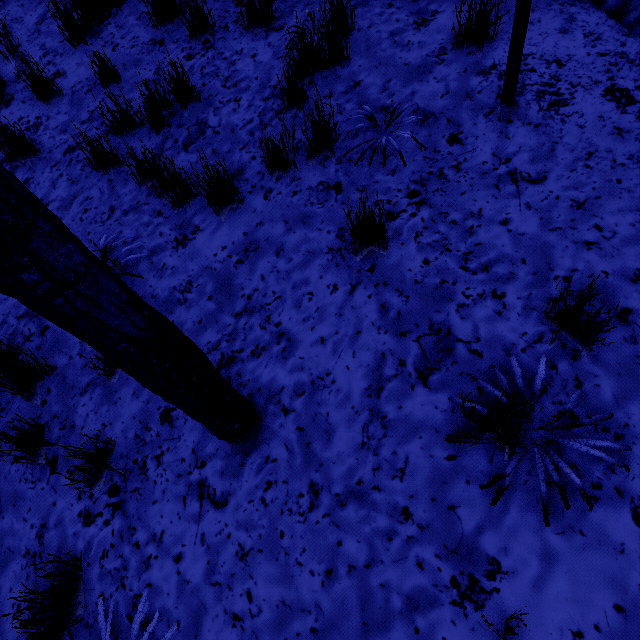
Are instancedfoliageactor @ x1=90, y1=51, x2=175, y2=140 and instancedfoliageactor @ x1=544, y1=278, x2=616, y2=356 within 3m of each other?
no

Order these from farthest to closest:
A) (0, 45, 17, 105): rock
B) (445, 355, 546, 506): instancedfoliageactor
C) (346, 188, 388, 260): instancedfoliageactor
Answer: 1. (0, 45, 17, 105): rock
2. (346, 188, 388, 260): instancedfoliageactor
3. (445, 355, 546, 506): instancedfoliageactor

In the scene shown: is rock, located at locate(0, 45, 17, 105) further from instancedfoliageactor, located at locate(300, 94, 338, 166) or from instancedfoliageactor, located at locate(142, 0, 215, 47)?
instancedfoliageactor, located at locate(300, 94, 338, 166)

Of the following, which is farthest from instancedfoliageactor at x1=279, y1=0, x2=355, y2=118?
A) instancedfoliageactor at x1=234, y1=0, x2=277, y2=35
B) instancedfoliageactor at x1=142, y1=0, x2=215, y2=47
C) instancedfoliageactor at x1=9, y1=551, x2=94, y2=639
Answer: instancedfoliageactor at x1=9, y1=551, x2=94, y2=639

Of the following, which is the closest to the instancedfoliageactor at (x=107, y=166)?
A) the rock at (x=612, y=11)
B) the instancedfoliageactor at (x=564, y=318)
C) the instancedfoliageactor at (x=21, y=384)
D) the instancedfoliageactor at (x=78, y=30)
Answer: the instancedfoliageactor at (x=21, y=384)

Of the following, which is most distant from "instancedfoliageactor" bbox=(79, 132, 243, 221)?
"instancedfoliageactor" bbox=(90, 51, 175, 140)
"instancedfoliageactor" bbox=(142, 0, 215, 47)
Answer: "instancedfoliageactor" bbox=(142, 0, 215, 47)

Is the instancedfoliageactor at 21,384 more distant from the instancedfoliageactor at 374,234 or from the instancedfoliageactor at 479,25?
the instancedfoliageactor at 479,25

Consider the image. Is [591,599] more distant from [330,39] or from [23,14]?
[23,14]
